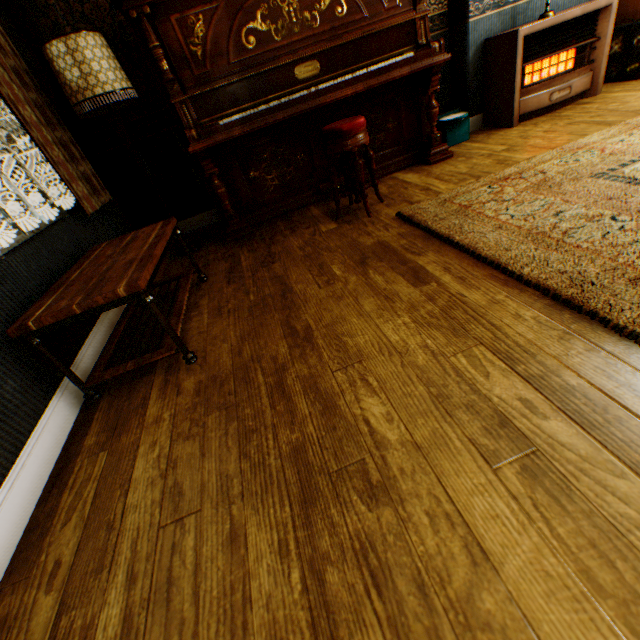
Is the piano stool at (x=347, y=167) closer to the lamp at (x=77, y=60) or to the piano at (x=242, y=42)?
the piano at (x=242, y=42)

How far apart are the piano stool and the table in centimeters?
128cm

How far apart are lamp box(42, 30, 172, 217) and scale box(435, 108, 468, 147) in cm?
312

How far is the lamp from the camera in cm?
236

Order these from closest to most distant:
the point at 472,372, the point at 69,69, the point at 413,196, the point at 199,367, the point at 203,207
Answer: the point at 472,372, the point at 199,367, the point at 69,69, the point at 413,196, the point at 203,207

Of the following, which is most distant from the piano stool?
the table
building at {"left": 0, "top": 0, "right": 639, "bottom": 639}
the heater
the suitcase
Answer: the suitcase

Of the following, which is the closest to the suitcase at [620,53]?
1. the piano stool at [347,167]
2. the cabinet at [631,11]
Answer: the cabinet at [631,11]

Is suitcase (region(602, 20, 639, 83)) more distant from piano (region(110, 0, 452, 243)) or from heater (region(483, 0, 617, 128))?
piano (region(110, 0, 452, 243))
